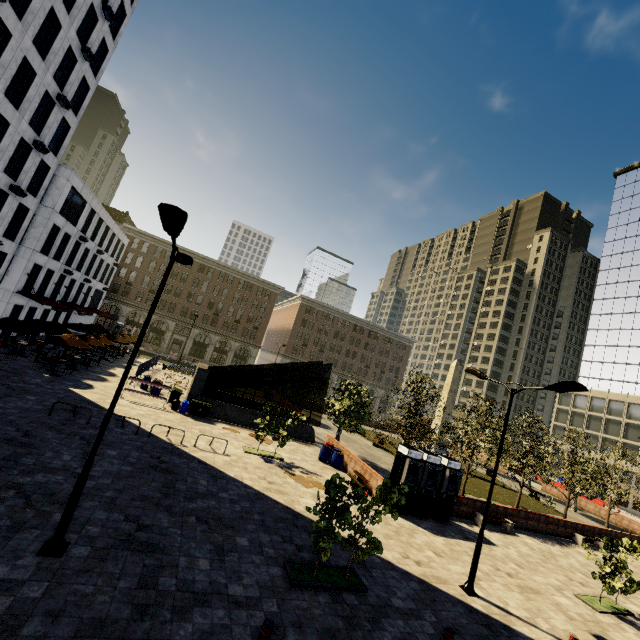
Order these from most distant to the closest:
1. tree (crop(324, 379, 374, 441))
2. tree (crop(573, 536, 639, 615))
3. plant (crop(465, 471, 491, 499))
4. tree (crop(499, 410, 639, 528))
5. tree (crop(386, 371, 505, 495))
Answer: plant (crop(465, 471, 491, 499))
tree (crop(499, 410, 639, 528))
tree (crop(324, 379, 374, 441))
tree (crop(386, 371, 505, 495))
tree (crop(573, 536, 639, 615))

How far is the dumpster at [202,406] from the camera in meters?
22.4

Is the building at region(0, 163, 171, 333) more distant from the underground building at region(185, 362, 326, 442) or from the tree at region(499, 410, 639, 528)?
the tree at region(499, 410, 639, 528)

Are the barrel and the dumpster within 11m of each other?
yes

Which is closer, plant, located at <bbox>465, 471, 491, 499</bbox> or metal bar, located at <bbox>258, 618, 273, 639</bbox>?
metal bar, located at <bbox>258, 618, 273, 639</bbox>

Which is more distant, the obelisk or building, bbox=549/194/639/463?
building, bbox=549/194/639/463

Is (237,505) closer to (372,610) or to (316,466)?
(372,610)

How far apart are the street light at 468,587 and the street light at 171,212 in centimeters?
1241cm
